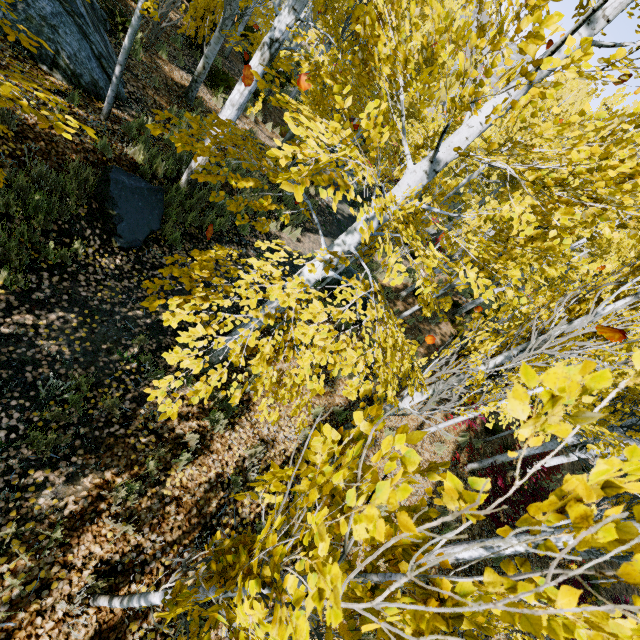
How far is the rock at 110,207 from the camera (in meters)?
5.38

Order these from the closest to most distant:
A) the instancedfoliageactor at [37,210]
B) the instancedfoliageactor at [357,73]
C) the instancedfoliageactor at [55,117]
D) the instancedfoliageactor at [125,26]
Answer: the instancedfoliageactor at [357,73] < the instancedfoliageactor at [55,117] < the instancedfoliageactor at [37,210] < the instancedfoliageactor at [125,26]

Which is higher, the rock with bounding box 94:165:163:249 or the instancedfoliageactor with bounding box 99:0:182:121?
the instancedfoliageactor with bounding box 99:0:182:121

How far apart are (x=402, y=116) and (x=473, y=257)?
1.48m

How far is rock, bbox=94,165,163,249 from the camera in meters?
5.4 m

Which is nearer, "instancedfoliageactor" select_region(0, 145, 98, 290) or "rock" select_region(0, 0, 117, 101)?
"instancedfoliageactor" select_region(0, 145, 98, 290)

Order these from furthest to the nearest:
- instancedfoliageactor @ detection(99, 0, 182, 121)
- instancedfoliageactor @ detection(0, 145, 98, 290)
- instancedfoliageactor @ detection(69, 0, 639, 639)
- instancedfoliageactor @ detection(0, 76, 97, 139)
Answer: instancedfoliageactor @ detection(99, 0, 182, 121) < instancedfoliageactor @ detection(0, 145, 98, 290) < instancedfoliageactor @ detection(0, 76, 97, 139) < instancedfoliageactor @ detection(69, 0, 639, 639)
